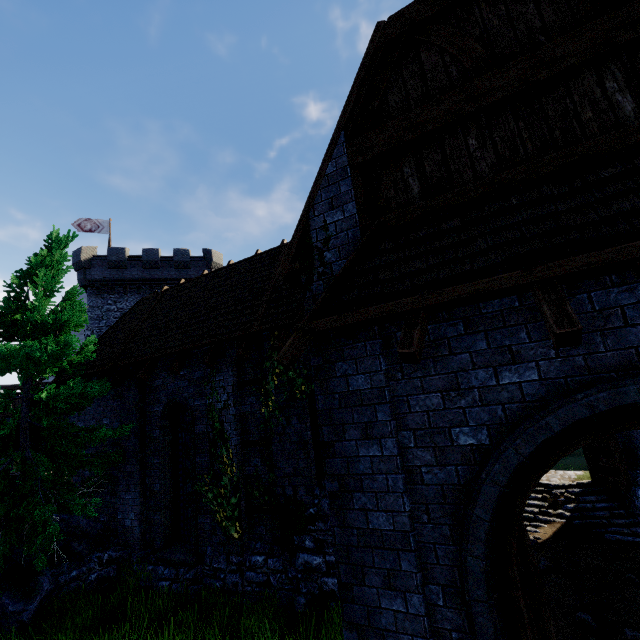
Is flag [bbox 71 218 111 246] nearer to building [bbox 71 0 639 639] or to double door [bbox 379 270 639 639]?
building [bbox 71 0 639 639]

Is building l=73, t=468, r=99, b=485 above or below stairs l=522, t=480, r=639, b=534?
above

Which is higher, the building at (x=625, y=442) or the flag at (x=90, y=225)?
the flag at (x=90, y=225)

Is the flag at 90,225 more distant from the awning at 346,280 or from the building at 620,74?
the awning at 346,280

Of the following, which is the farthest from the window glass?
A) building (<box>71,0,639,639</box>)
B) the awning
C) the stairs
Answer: the stairs

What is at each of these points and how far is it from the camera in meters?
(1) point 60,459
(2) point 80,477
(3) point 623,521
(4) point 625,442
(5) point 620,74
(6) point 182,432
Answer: (1) tree, 8.7 m
(2) building, 11.1 m
(3) stairs, 9.8 m
(4) building, 10.8 m
(5) building, 3.2 m
(6) window glass, 9.7 m

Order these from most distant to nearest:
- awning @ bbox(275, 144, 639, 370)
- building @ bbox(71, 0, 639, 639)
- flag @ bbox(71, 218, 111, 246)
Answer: flag @ bbox(71, 218, 111, 246) < building @ bbox(71, 0, 639, 639) < awning @ bbox(275, 144, 639, 370)

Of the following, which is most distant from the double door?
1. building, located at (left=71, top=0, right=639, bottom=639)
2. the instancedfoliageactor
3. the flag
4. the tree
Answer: the flag
